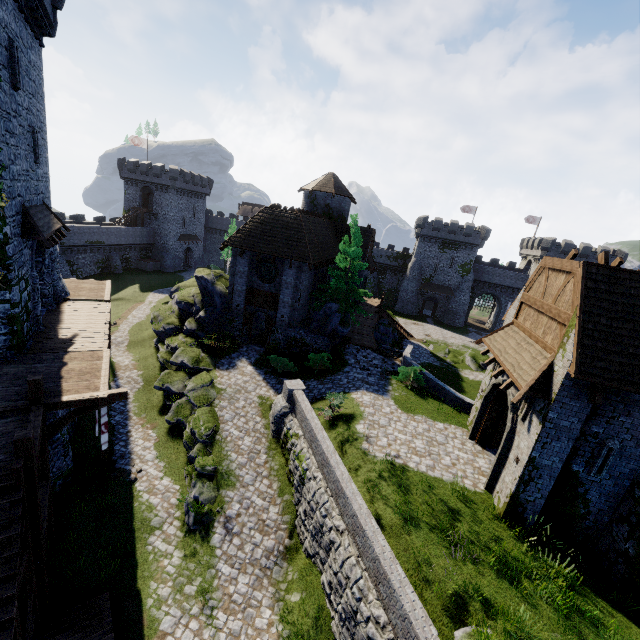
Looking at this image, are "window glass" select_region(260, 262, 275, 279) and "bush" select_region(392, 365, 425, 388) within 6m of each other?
no

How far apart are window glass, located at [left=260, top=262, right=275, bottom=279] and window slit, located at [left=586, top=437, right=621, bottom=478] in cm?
2026

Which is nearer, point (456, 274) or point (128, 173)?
point (128, 173)

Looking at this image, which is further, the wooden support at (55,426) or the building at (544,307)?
the wooden support at (55,426)

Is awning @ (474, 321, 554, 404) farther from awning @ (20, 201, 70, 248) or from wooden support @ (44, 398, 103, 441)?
awning @ (20, 201, 70, 248)

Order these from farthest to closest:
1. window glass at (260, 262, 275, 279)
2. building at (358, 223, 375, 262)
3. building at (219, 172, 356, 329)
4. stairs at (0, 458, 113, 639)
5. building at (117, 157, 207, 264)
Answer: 1. building at (117, 157, 207, 264)
2. building at (358, 223, 375, 262)
3. window glass at (260, 262, 275, 279)
4. building at (219, 172, 356, 329)
5. stairs at (0, 458, 113, 639)

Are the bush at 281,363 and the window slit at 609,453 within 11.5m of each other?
no

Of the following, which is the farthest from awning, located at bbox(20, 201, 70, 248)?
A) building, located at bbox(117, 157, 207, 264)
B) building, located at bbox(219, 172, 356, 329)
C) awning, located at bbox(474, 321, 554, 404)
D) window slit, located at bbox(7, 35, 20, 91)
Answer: building, located at bbox(117, 157, 207, 264)
